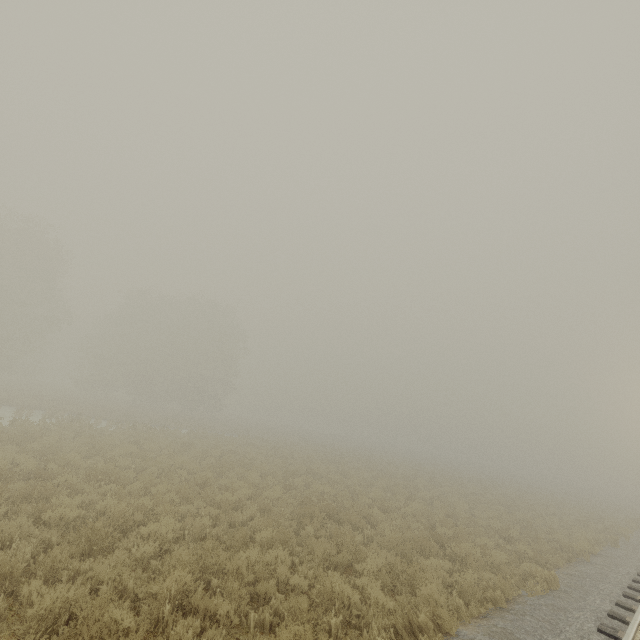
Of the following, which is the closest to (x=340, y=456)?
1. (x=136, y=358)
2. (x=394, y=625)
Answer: (x=394, y=625)
